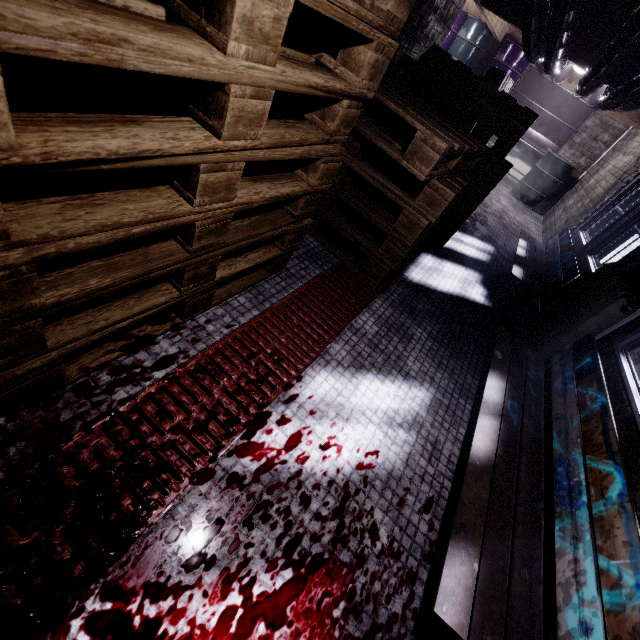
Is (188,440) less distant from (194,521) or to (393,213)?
(194,521)

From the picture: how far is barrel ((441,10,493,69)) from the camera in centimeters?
658cm

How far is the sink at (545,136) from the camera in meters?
6.8

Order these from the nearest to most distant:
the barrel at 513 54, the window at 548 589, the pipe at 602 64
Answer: the window at 548 589 → the pipe at 602 64 → the barrel at 513 54

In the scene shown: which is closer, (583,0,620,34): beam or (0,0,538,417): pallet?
(0,0,538,417): pallet

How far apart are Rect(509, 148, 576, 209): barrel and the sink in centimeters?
1cm

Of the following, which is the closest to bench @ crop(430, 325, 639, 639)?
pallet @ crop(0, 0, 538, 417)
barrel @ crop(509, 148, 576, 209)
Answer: pallet @ crop(0, 0, 538, 417)

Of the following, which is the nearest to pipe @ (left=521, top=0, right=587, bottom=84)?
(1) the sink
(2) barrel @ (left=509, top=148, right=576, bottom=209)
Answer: (1) the sink
